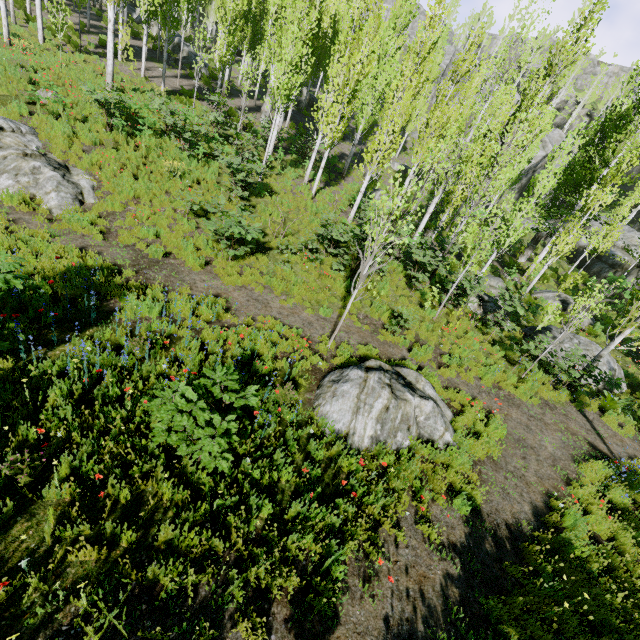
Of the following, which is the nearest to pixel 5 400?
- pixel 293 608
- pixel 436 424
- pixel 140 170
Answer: pixel 293 608

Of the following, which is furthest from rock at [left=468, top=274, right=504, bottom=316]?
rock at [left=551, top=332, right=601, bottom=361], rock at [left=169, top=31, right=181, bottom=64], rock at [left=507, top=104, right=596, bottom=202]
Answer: rock at [left=169, top=31, right=181, bottom=64]

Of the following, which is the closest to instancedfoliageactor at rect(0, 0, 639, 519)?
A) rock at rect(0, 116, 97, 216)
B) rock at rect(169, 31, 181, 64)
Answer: rock at rect(169, 31, 181, 64)

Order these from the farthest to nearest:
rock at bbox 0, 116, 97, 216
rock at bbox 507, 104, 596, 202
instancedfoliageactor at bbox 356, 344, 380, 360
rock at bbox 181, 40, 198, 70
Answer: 1. rock at bbox 507, 104, 596, 202
2. rock at bbox 181, 40, 198, 70
3. rock at bbox 0, 116, 97, 216
4. instancedfoliageactor at bbox 356, 344, 380, 360

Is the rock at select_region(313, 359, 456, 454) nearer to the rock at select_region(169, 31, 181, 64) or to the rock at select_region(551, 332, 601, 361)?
the rock at select_region(551, 332, 601, 361)

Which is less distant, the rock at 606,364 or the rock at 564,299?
the rock at 606,364

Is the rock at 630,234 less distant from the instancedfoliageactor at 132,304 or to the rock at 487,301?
the instancedfoliageactor at 132,304

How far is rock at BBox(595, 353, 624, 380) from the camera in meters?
13.0 m
